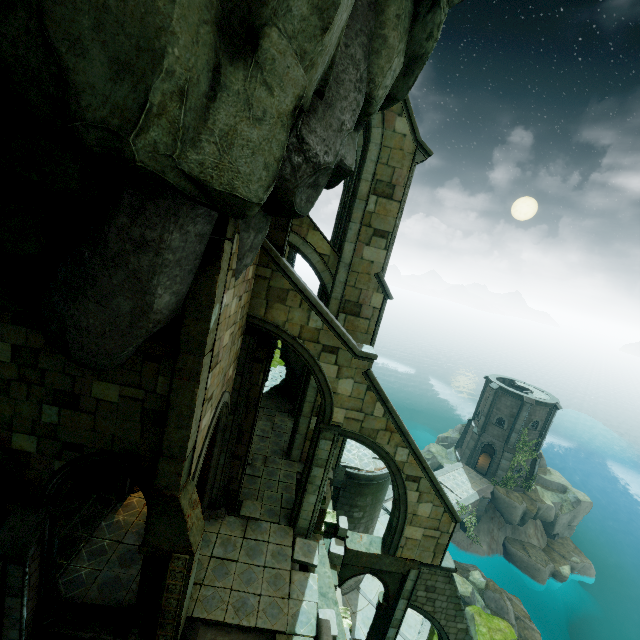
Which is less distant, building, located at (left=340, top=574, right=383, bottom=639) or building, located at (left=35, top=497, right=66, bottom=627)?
building, located at (left=35, top=497, right=66, bottom=627)

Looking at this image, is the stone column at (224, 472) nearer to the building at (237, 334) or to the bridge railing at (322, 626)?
the building at (237, 334)

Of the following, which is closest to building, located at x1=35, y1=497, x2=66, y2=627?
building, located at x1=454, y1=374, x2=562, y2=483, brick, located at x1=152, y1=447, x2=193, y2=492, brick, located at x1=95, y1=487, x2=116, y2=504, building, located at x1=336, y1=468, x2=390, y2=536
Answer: brick, located at x1=152, y1=447, x2=193, y2=492

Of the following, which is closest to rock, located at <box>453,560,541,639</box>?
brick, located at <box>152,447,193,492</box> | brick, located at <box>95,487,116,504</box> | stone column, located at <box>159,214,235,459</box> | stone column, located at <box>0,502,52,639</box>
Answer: stone column, located at <box>0,502,52,639</box>

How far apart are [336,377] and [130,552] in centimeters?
848cm

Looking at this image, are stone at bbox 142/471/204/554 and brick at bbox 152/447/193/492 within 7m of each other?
yes

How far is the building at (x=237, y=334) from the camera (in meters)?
7.08

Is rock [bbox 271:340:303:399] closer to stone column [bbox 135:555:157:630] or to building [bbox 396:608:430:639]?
building [bbox 396:608:430:639]
